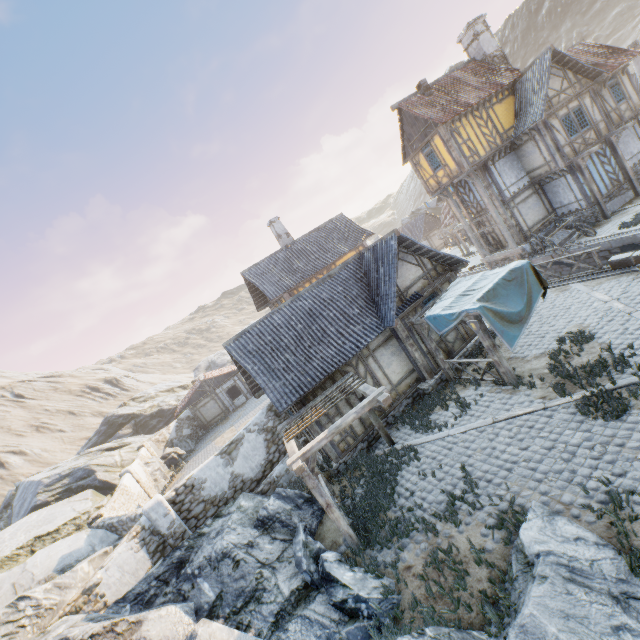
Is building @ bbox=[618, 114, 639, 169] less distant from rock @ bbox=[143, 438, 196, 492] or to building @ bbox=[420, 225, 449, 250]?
rock @ bbox=[143, 438, 196, 492]

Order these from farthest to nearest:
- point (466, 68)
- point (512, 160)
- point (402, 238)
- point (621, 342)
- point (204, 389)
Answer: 1. point (204, 389)
2. point (466, 68)
3. point (512, 160)
4. point (402, 238)
5. point (621, 342)

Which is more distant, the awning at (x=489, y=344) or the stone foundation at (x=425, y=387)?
the stone foundation at (x=425, y=387)

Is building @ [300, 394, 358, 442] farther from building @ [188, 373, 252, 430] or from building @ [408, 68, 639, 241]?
building @ [188, 373, 252, 430]

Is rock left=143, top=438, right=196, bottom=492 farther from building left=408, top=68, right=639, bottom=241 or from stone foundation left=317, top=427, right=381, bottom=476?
building left=408, top=68, right=639, bottom=241

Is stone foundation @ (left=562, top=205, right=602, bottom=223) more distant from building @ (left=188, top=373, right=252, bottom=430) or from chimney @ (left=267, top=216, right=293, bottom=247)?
building @ (left=188, top=373, right=252, bottom=430)

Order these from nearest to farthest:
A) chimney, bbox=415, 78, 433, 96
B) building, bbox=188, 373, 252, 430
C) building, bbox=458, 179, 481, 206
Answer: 1. chimney, bbox=415, 78, 433, 96
2. building, bbox=458, 179, 481, 206
3. building, bbox=188, 373, 252, 430

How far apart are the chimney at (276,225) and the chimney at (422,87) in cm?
1244
